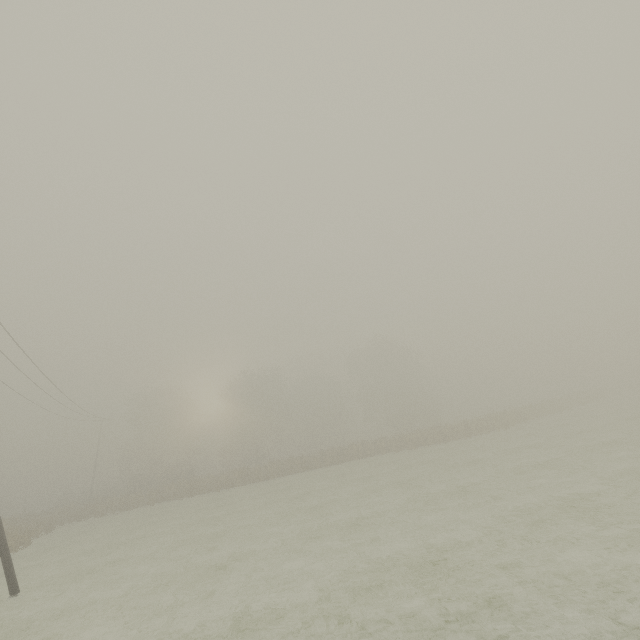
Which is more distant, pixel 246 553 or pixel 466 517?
pixel 246 553
